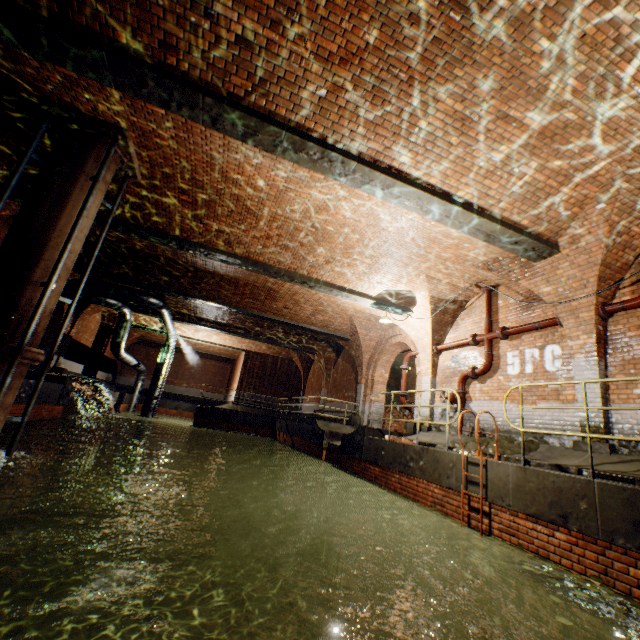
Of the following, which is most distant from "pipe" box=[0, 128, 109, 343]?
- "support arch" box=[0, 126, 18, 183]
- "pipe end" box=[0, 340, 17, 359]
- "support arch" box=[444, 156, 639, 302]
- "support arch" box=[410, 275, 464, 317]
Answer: "support arch" box=[444, 156, 639, 302]

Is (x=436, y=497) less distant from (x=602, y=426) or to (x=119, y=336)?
(x=602, y=426)

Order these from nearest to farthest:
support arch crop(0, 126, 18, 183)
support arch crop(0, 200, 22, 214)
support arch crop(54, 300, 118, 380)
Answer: support arch crop(0, 126, 18, 183)
support arch crop(0, 200, 22, 214)
support arch crop(54, 300, 118, 380)

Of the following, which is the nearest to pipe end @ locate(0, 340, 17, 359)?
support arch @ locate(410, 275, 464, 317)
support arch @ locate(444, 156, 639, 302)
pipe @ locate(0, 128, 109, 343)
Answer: pipe @ locate(0, 128, 109, 343)

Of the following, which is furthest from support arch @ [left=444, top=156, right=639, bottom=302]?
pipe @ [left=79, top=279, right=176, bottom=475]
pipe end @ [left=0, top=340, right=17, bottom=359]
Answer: pipe @ [left=79, top=279, right=176, bottom=475]

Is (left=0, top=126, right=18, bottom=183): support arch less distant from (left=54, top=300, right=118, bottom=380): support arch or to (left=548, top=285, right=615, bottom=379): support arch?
(left=54, top=300, right=118, bottom=380): support arch

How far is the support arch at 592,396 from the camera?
6.2 meters

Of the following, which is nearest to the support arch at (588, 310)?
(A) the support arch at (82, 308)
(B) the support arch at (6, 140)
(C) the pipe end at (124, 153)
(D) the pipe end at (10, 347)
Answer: (C) the pipe end at (124, 153)
